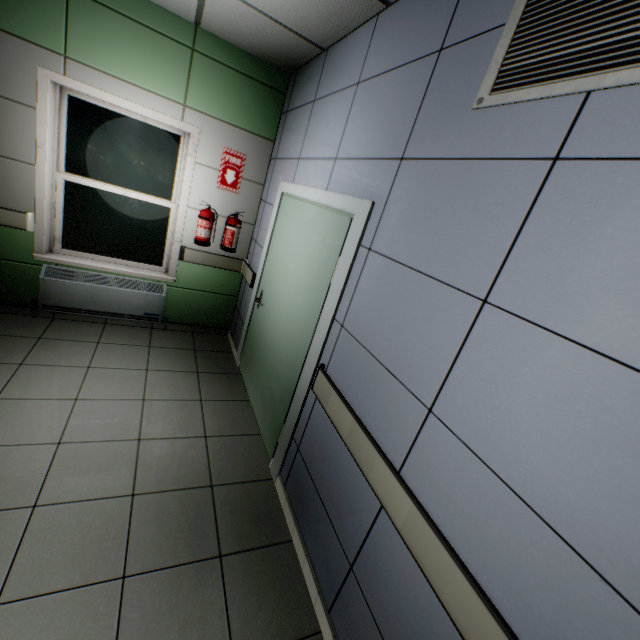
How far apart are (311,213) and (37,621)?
2.77m

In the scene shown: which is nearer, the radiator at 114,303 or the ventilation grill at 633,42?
the ventilation grill at 633,42

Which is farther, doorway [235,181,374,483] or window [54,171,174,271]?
window [54,171,174,271]

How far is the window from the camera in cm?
341

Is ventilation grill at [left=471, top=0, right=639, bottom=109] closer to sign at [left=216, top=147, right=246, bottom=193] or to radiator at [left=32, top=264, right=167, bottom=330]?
sign at [left=216, top=147, right=246, bottom=193]

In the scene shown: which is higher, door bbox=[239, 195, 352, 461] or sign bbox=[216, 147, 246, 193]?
sign bbox=[216, 147, 246, 193]

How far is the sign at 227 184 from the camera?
3.7m

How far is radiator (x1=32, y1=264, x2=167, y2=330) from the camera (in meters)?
3.46
